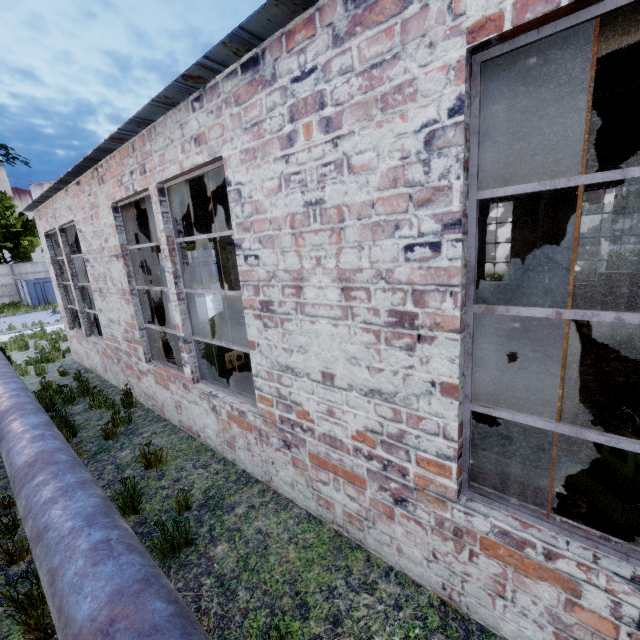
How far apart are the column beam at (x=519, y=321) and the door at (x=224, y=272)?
11.9m

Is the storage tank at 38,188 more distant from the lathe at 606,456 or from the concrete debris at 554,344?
the lathe at 606,456

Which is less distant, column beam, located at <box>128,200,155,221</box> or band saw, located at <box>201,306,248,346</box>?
band saw, located at <box>201,306,248,346</box>

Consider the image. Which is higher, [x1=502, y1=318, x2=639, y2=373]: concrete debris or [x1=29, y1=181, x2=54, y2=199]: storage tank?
[x1=29, y1=181, x2=54, y2=199]: storage tank

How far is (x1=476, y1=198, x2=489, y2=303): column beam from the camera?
4.89m

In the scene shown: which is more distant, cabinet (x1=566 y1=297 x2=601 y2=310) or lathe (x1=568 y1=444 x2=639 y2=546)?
cabinet (x1=566 y1=297 x2=601 y2=310)

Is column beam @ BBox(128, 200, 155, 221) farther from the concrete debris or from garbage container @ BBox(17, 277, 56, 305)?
garbage container @ BBox(17, 277, 56, 305)

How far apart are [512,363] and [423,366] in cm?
640
